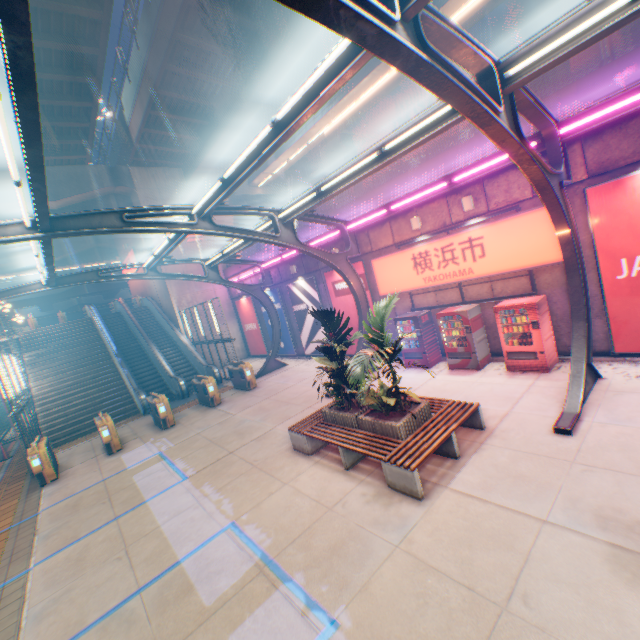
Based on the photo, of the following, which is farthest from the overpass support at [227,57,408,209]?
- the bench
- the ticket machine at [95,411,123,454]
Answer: the bench

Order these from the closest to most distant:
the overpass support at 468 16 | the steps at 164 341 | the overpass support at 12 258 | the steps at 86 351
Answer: the overpass support at 468 16
the steps at 86 351
the steps at 164 341
the overpass support at 12 258

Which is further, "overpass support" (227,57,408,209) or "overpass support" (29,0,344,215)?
"overpass support" (227,57,408,209)

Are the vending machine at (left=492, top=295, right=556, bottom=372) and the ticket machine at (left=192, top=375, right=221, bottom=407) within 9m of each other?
no

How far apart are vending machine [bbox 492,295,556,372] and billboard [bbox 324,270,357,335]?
5.3 meters

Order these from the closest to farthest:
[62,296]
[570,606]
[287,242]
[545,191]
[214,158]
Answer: [570,606], [545,191], [287,242], [214,158], [62,296]

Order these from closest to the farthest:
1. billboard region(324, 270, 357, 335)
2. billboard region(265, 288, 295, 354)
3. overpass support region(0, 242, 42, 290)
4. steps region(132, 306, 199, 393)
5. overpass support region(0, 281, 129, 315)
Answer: billboard region(324, 270, 357, 335) → billboard region(265, 288, 295, 354) → steps region(132, 306, 199, 393) → overpass support region(0, 242, 42, 290) → overpass support region(0, 281, 129, 315)

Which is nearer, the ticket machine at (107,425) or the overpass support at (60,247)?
the ticket machine at (107,425)
